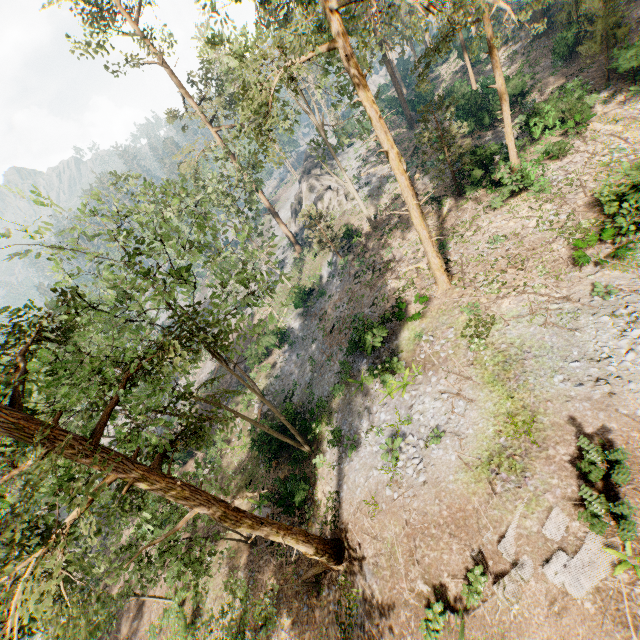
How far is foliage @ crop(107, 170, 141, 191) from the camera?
26.0m

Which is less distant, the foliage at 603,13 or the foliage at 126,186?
the foliage at 603,13

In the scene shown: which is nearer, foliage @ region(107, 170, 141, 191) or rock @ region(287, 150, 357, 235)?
foliage @ region(107, 170, 141, 191)

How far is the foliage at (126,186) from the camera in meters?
26.0 m

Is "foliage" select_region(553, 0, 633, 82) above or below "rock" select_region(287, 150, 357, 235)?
above

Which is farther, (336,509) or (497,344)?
(336,509)

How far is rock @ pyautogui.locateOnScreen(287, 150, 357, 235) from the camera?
37.7m
